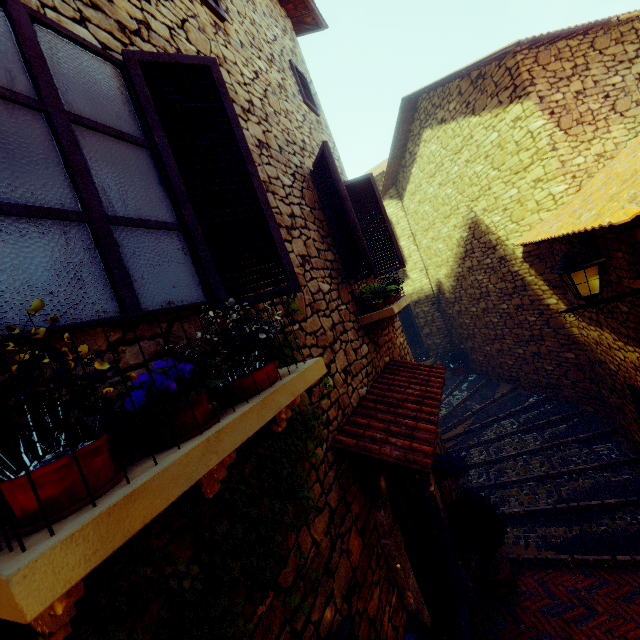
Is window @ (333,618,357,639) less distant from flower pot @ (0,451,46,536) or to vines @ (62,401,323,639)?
vines @ (62,401,323,639)

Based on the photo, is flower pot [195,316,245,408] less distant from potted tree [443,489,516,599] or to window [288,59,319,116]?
potted tree [443,489,516,599]

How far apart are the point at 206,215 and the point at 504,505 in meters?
6.7

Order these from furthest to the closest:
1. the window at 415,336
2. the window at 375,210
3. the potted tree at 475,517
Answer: the window at 415,336, the potted tree at 475,517, the window at 375,210

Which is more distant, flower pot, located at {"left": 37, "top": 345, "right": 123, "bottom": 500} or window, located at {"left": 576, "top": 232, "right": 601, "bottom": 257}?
window, located at {"left": 576, "top": 232, "right": 601, "bottom": 257}

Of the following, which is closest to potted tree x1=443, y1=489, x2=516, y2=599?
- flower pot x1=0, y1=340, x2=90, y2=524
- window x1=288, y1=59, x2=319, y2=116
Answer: flower pot x1=0, y1=340, x2=90, y2=524

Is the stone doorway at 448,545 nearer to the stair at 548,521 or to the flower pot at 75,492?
the stair at 548,521

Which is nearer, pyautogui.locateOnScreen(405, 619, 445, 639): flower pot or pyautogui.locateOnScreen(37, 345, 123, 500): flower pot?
pyautogui.locateOnScreen(37, 345, 123, 500): flower pot
